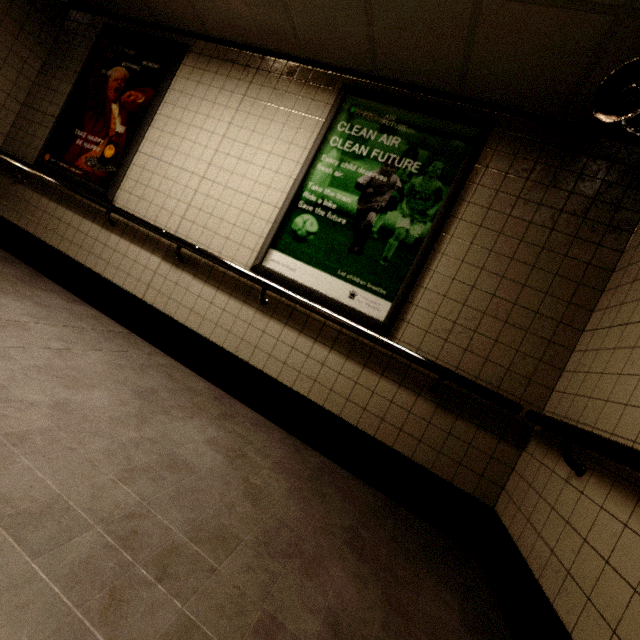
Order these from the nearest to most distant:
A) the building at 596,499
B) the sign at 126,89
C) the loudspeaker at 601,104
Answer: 1. the building at 596,499
2. the loudspeaker at 601,104
3. the sign at 126,89

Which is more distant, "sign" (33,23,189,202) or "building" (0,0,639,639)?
"sign" (33,23,189,202)

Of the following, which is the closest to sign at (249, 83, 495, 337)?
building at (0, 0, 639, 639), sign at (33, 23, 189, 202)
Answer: building at (0, 0, 639, 639)

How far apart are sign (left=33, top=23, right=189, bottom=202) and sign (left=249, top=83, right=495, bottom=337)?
Answer: 1.78m

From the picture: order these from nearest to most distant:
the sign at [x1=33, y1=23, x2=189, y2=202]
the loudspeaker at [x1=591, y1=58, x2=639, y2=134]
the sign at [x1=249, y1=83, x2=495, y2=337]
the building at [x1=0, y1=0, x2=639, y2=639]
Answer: the building at [x1=0, y1=0, x2=639, y2=639] → the loudspeaker at [x1=591, y1=58, x2=639, y2=134] → the sign at [x1=249, y1=83, x2=495, y2=337] → the sign at [x1=33, y1=23, x2=189, y2=202]

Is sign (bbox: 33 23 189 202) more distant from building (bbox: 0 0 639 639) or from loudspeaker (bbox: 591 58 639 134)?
loudspeaker (bbox: 591 58 639 134)

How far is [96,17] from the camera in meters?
3.7 m

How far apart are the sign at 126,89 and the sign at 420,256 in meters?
1.8 m
